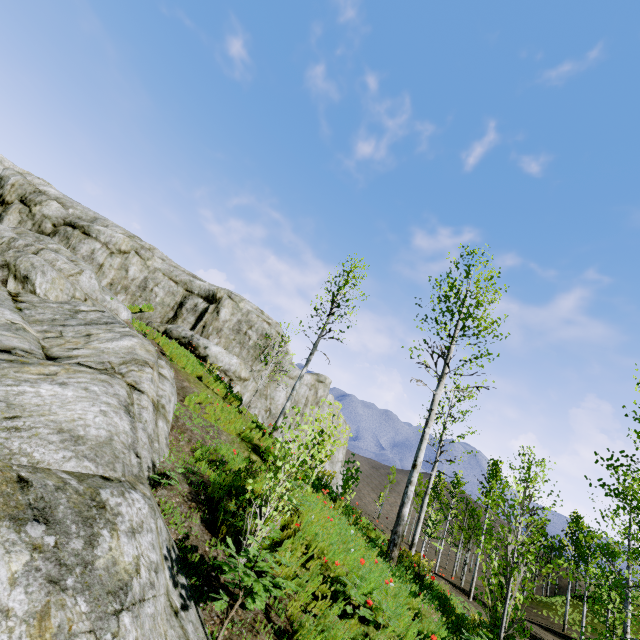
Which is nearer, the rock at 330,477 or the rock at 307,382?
the rock at 330,477

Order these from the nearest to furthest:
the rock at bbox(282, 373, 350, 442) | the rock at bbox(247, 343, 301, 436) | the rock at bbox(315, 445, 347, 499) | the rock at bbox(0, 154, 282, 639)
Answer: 1. the rock at bbox(0, 154, 282, 639)
2. the rock at bbox(315, 445, 347, 499)
3. the rock at bbox(247, 343, 301, 436)
4. the rock at bbox(282, 373, 350, 442)

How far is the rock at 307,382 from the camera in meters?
28.4 m

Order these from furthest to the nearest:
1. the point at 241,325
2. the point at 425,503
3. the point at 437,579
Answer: the point at 241,325
the point at 437,579
the point at 425,503

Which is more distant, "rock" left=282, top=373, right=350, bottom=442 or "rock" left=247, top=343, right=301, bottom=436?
"rock" left=282, top=373, right=350, bottom=442
